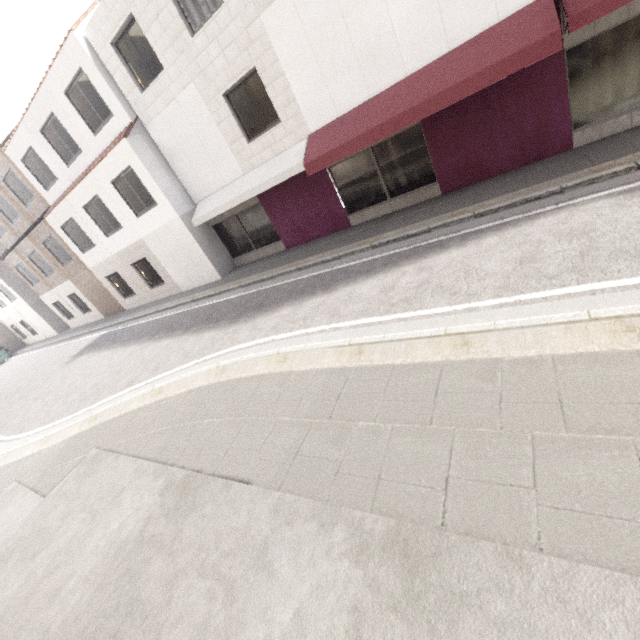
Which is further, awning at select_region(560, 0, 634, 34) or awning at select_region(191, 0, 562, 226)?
awning at select_region(191, 0, 562, 226)

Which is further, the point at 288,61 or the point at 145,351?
the point at 145,351

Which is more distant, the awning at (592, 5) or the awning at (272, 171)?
the awning at (272, 171)
